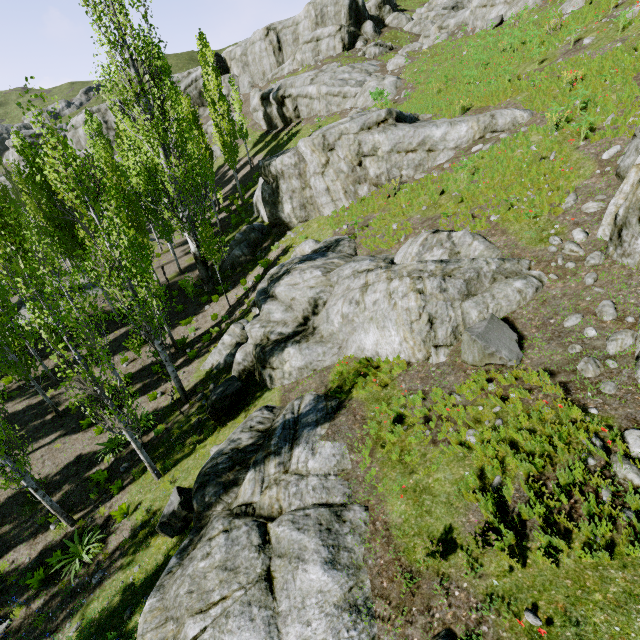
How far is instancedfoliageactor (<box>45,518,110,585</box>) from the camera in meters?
10.0

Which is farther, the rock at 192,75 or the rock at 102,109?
the rock at 102,109

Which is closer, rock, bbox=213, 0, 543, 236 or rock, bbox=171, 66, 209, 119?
rock, bbox=213, 0, 543, 236

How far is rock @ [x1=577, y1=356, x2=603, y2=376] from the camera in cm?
656

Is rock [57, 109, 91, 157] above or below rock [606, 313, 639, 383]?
above

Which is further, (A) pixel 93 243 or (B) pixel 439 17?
(B) pixel 439 17
